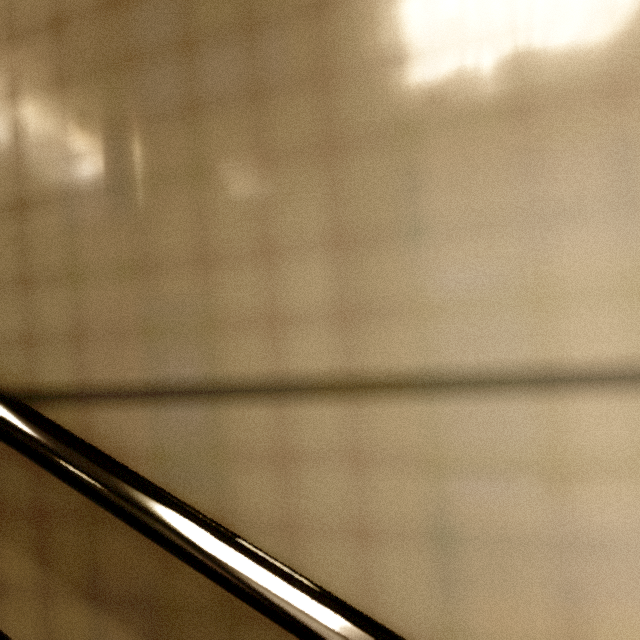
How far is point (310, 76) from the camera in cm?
62
